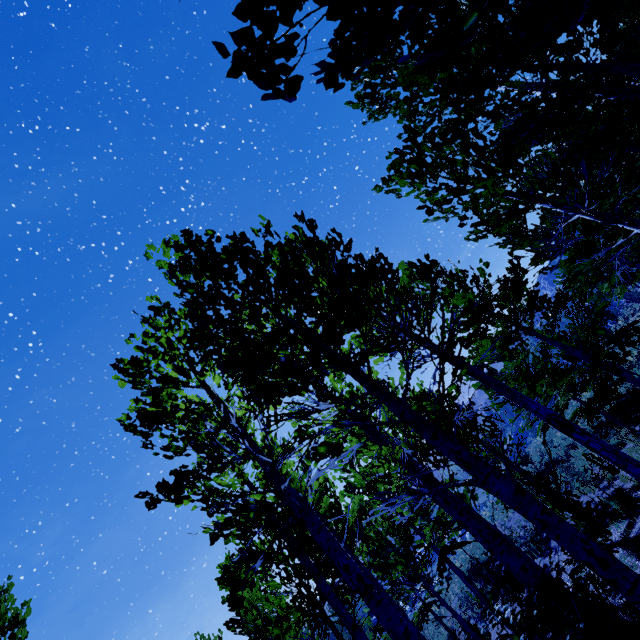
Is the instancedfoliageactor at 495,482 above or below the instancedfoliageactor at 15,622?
below

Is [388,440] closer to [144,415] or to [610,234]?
[144,415]

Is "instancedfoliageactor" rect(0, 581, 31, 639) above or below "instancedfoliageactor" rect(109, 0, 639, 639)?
above

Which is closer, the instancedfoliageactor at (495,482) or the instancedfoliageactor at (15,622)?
the instancedfoliageactor at (495,482)

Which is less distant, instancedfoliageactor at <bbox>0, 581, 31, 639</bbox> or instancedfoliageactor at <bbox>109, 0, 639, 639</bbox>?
instancedfoliageactor at <bbox>109, 0, 639, 639</bbox>
